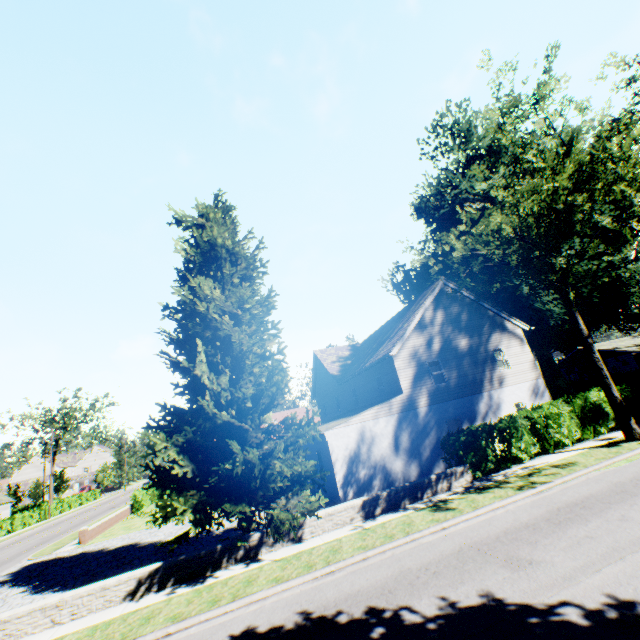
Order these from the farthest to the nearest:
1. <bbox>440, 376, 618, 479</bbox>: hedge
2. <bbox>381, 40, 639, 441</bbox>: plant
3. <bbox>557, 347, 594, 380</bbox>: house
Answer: <bbox>557, 347, 594, 380</bbox>: house → <bbox>440, 376, 618, 479</bbox>: hedge → <bbox>381, 40, 639, 441</bbox>: plant

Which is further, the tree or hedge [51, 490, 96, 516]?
the tree

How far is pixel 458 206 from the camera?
25.5 meters

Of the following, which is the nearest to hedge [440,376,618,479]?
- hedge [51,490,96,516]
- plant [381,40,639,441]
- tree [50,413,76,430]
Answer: tree [50,413,76,430]

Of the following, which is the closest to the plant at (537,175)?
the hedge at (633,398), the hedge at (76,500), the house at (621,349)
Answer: the house at (621,349)

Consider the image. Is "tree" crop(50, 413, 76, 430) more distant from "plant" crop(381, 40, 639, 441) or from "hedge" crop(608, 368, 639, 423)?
"plant" crop(381, 40, 639, 441)

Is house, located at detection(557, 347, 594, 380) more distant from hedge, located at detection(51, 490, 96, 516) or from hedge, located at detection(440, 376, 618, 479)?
hedge, located at detection(51, 490, 96, 516)

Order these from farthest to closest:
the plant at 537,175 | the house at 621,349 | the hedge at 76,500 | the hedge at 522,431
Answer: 1. the hedge at 76,500
2. the house at 621,349
3. the hedge at 522,431
4. the plant at 537,175
